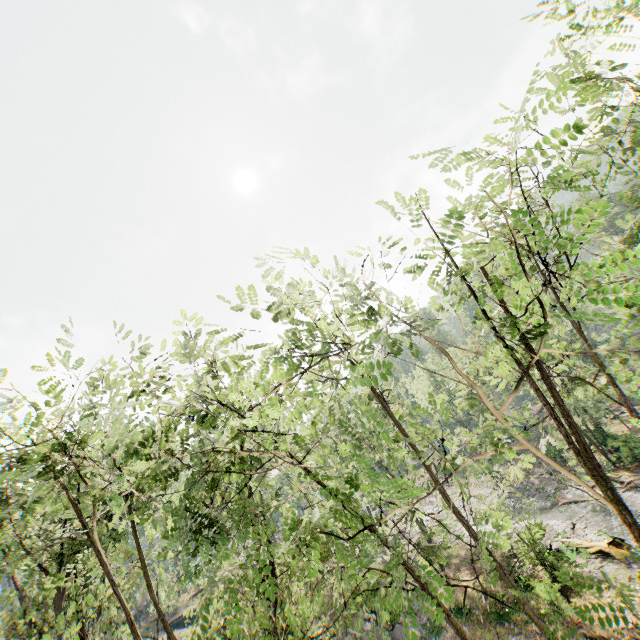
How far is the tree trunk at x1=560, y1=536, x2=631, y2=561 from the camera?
20.11m

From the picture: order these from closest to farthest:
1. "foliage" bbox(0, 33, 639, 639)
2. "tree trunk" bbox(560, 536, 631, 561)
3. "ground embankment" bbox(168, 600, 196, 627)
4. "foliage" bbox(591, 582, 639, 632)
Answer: "foliage" bbox(591, 582, 639, 632)
"foliage" bbox(0, 33, 639, 639)
"tree trunk" bbox(560, 536, 631, 561)
"ground embankment" bbox(168, 600, 196, 627)

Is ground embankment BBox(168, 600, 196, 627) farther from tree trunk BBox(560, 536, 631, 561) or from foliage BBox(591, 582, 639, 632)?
tree trunk BBox(560, 536, 631, 561)

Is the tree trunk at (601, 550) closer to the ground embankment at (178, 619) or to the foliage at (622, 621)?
the foliage at (622, 621)

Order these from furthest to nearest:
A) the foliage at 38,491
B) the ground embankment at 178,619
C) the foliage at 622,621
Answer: the ground embankment at 178,619
the foliage at 38,491
the foliage at 622,621

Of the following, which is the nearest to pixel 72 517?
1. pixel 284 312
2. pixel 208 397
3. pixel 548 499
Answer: pixel 208 397

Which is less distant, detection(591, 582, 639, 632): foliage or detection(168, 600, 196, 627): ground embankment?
detection(591, 582, 639, 632): foliage
